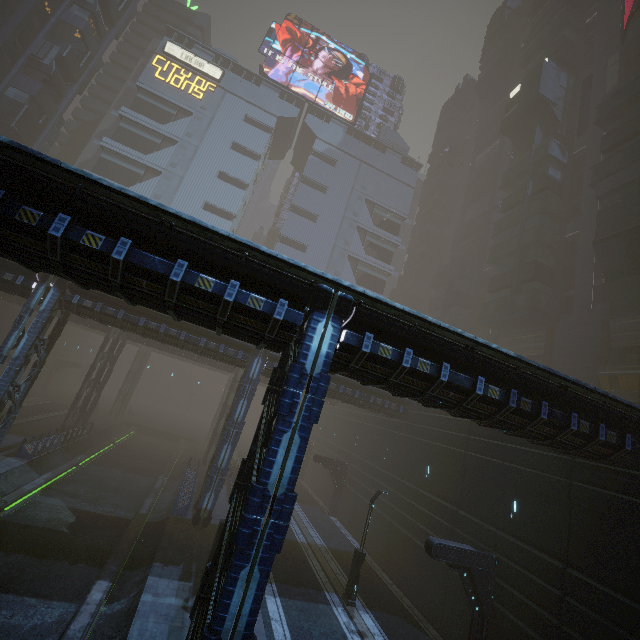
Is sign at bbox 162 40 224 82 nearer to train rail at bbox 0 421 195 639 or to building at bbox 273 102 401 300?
building at bbox 273 102 401 300

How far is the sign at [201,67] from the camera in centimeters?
5184cm

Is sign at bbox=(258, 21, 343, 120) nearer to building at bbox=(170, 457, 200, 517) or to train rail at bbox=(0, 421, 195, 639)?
building at bbox=(170, 457, 200, 517)

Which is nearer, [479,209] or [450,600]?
[450,600]

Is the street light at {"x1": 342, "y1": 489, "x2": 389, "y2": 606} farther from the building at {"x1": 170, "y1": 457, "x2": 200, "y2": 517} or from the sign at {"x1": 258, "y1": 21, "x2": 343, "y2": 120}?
the sign at {"x1": 258, "y1": 21, "x2": 343, "y2": 120}

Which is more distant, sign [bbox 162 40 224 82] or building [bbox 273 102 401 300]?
building [bbox 273 102 401 300]

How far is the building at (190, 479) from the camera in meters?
20.7

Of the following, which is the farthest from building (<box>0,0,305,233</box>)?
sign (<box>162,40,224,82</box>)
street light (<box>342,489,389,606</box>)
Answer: street light (<box>342,489,389,606</box>)
